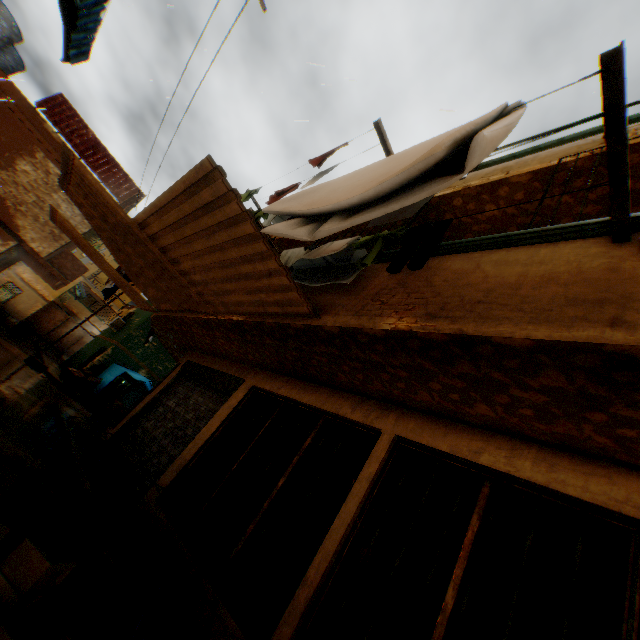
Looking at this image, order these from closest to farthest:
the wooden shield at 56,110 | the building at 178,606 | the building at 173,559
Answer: the building at 178,606, the building at 173,559, the wooden shield at 56,110

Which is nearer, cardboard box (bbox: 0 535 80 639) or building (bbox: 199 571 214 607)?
cardboard box (bbox: 0 535 80 639)

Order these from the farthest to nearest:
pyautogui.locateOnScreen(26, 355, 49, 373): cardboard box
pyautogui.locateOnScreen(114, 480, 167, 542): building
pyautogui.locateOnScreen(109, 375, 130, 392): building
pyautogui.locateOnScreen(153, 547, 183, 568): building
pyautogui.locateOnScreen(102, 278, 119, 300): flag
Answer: pyautogui.locateOnScreen(109, 375, 130, 392): building → pyautogui.locateOnScreen(26, 355, 49, 373): cardboard box → pyautogui.locateOnScreen(102, 278, 119, 300): flag → pyautogui.locateOnScreen(114, 480, 167, 542): building → pyautogui.locateOnScreen(153, 547, 183, 568): building

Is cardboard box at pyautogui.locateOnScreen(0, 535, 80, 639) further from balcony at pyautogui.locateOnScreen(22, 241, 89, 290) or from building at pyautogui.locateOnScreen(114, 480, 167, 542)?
balcony at pyautogui.locateOnScreen(22, 241, 89, 290)

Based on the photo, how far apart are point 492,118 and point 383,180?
0.8 meters

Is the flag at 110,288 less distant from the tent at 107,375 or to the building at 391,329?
the building at 391,329

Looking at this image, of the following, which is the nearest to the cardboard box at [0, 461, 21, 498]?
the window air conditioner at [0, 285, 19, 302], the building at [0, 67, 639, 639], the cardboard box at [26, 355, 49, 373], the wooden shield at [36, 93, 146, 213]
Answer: the building at [0, 67, 639, 639]

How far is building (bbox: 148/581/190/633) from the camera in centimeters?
349cm
